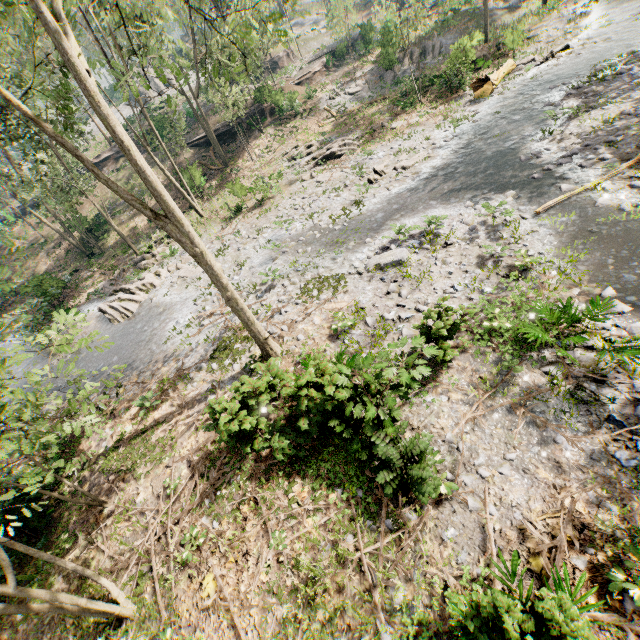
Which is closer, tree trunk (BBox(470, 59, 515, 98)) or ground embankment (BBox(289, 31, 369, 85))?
tree trunk (BBox(470, 59, 515, 98))

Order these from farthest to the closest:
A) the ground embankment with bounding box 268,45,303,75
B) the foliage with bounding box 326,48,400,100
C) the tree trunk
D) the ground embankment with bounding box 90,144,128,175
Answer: the ground embankment with bounding box 268,45,303,75 < the ground embankment with bounding box 90,144,128,175 < the foliage with bounding box 326,48,400,100 < the tree trunk

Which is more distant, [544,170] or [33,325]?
[33,325]

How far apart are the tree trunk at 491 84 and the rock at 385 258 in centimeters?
1469cm

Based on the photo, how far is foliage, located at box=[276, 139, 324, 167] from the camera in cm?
2616

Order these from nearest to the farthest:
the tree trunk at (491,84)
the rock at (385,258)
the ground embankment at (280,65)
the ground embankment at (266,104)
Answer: the rock at (385,258) < the tree trunk at (491,84) < the ground embankment at (266,104) < the ground embankment at (280,65)

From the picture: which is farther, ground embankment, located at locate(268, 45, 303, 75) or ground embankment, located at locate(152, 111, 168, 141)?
ground embankment, located at locate(268, 45, 303, 75)

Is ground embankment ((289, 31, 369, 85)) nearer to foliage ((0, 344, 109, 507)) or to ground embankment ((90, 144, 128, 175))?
foliage ((0, 344, 109, 507))
